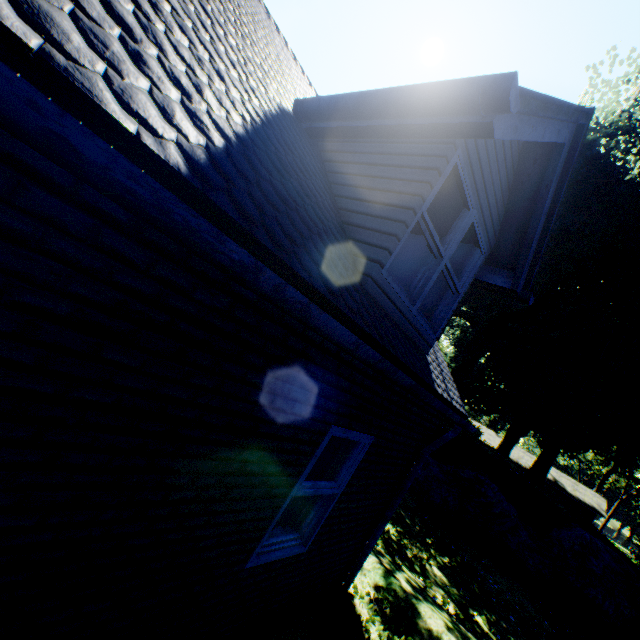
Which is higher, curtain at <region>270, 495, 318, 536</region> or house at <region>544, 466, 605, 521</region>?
house at <region>544, 466, 605, 521</region>

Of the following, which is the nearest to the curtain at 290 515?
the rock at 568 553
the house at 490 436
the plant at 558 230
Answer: the plant at 558 230

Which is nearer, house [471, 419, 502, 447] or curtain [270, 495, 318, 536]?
curtain [270, 495, 318, 536]

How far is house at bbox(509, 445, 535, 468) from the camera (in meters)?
44.38

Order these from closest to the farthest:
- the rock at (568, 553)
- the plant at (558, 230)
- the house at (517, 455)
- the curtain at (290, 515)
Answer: the curtain at (290, 515) → the rock at (568, 553) → the plant at (558, 230) → the house at (517, 455)

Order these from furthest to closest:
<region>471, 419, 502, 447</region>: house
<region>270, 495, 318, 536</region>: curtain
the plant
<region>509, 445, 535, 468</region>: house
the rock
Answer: <region>471, 419, 502, 447</region>: house → <region>509, 445, 535, 468</region>: house → the plant → the rock → <region>270, 495, 318, 536</region>: curtain

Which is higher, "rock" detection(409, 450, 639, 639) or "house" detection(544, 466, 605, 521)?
"house" detection(544, 466, 605, 521)

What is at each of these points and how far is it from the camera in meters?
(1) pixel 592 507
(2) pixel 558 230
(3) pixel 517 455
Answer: (1) house, 39.1 m
(2) plant, 23.5 m
(3) house, 46.5 m
